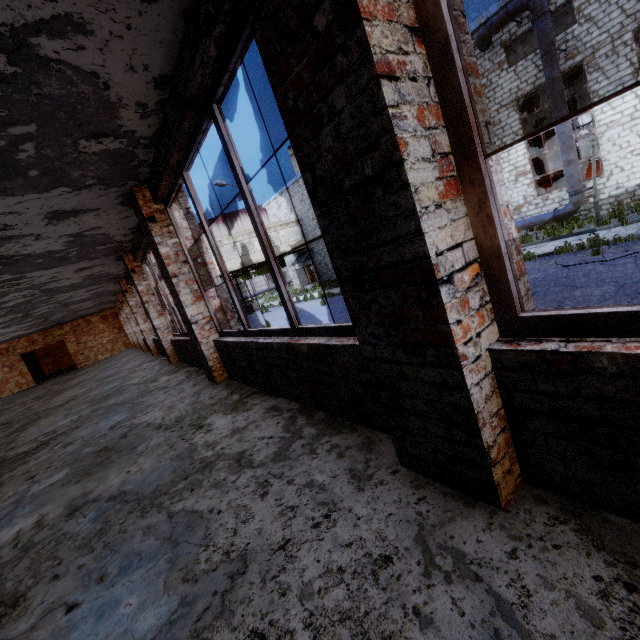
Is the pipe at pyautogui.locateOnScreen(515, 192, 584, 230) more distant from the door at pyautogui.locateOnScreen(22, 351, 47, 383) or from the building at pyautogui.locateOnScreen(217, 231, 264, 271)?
the door at pyautogui.locateOnScreen(22, 351, 47, 383)

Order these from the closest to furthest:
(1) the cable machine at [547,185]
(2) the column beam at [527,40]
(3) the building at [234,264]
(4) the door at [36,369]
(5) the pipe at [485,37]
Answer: (5) the pipe at [485,37], (2) the column beam at [527,40], (4) the door at [36,369], (1) the cable machine at [547,185], (3) the building at [234,264]

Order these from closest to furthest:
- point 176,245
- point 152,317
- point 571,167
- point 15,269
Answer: point 176,245 < point 15,269 < point 152,317 < point 571,167

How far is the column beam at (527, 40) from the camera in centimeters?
1888cm

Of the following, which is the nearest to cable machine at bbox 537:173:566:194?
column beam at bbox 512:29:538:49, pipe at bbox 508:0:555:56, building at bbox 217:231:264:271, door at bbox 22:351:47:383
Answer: column beam at bbox 512:29:538:49

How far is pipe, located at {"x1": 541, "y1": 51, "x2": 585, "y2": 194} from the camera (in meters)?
14.25
